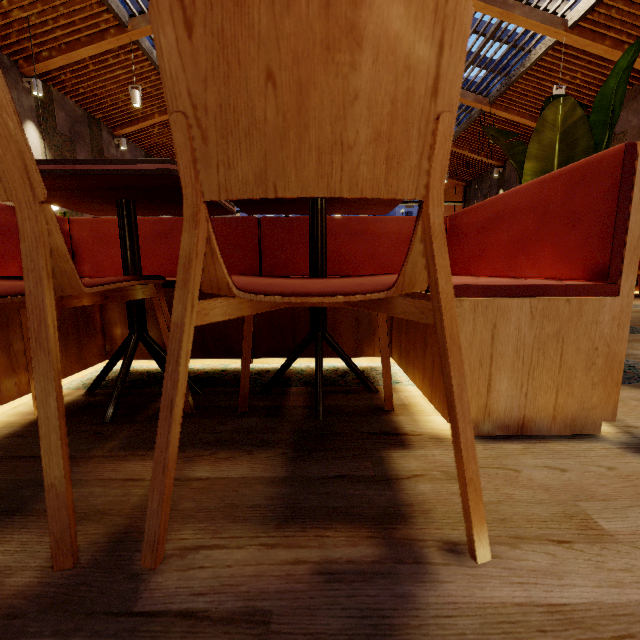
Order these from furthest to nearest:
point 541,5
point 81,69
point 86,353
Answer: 1. point 81,69
2. point 541,5
3. point 86,353

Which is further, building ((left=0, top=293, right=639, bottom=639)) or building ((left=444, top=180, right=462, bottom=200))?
building ((left=444, top=180, right=462, bottom=200))

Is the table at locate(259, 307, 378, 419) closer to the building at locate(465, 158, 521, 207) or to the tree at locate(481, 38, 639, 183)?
the building at locate(465, 158, 521, 207)

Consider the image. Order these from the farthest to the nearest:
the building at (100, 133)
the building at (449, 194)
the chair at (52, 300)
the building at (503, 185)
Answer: the building at (449, 194)
the building at (503, 185)
the building at (100, 133)
the chair at (52, 300)

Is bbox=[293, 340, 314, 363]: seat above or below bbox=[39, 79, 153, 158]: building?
below

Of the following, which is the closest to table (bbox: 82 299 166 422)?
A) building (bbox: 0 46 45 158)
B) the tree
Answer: building (bbox: 0 46 45 158)

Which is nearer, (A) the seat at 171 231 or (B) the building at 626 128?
(A) the seat at 171 231

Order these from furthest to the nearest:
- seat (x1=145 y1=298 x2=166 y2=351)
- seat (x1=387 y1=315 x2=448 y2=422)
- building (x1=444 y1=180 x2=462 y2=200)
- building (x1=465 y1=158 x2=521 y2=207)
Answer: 1. building (x1=444 y1=180 x2=462 y2=200)
2. building (x1=465 y1=158 x2=521 y2=207)
3. seat (x1=145 y1=298 x2=166 y2=351)
4. seat (x1=387 y1=315 x2=448 y2=422)
